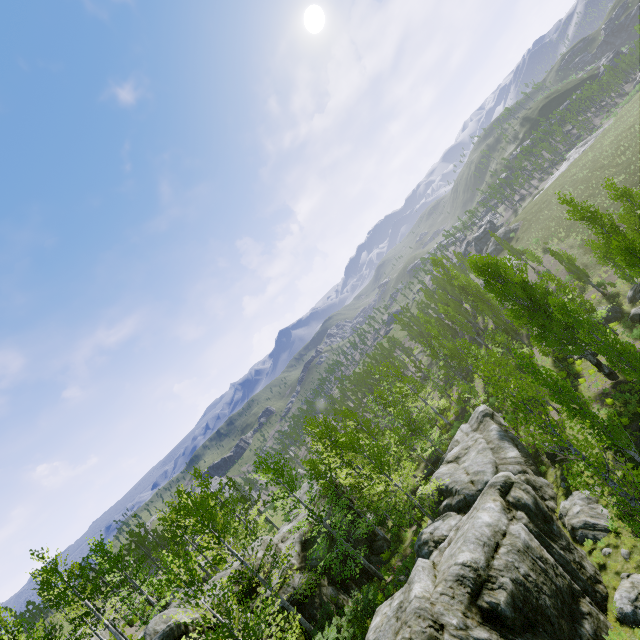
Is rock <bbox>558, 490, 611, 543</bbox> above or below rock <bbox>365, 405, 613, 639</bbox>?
below

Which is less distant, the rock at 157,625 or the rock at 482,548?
the rock at 482,548

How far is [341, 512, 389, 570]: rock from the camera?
23.86m

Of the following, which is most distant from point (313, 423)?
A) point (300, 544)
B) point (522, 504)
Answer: point (522, 504)

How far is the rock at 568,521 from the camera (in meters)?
15.53
